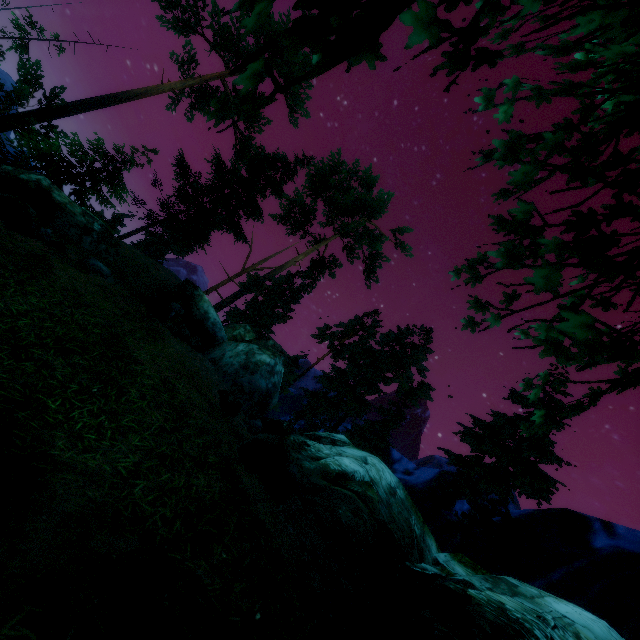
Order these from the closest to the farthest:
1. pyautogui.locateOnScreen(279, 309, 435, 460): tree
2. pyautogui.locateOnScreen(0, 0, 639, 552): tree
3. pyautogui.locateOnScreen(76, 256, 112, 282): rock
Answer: pyautogui.locateOnScreen(0, 0, 639, 552): tree < pyautogui.locateOnScreen(76, 256, 112, 282): rock < pyautogui.locateOnScreen(279, 309, 435, 460): tree

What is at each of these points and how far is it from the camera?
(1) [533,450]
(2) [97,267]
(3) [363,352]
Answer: (1) tree, 18.69m
(2) rock, 11.80m
(3) tree, 34.53m

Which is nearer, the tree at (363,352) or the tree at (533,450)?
the tree at (533,450)

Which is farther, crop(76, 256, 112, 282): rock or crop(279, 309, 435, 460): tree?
crop(279, 309, 435, 460): tree

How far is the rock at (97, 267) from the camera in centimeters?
1164cm

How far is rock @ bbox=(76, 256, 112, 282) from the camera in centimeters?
1164cm

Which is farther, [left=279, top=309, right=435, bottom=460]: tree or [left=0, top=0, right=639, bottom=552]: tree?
[left=279, top=309, right=435, bottom=460]: tree
